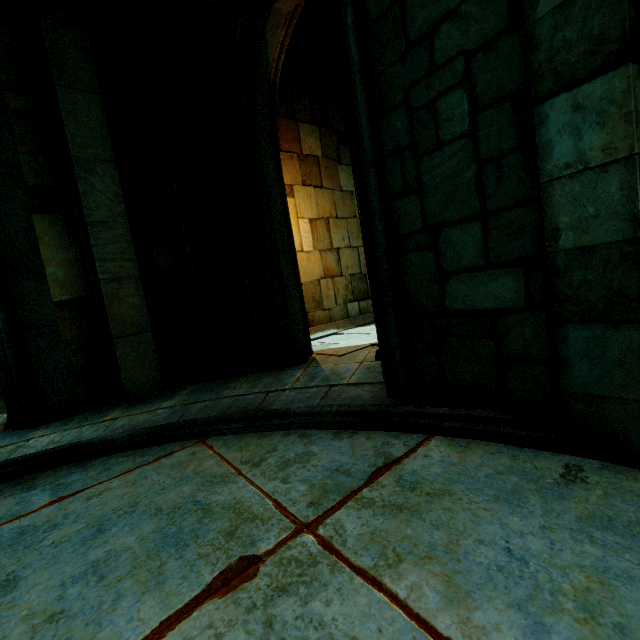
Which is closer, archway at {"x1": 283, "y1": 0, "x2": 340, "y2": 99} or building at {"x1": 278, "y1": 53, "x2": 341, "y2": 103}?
archway at {"x1": 283, "y1": 0, "x2": 340, "y2": 99}

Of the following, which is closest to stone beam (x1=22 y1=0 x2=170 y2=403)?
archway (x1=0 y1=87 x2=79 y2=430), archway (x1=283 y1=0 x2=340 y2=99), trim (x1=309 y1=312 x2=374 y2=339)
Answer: archway (x1=0 y1=87 x2=79 y2=430)

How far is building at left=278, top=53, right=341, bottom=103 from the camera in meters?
8.0

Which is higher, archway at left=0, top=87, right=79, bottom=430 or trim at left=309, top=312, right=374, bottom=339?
archway at left=0, top=87, right=79, bottom=430

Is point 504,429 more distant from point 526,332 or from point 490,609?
point 490,609

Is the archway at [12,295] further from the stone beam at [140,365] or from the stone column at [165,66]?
the stone column at [165,66]

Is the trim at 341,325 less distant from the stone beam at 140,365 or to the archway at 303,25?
the archway at 303,25

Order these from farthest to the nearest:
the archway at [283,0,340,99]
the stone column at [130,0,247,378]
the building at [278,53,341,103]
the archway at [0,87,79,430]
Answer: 1. the building at [278,53,341,103]
2. the archway at [283,0,340,99]
3. the stone column at [130,0,247,378]
4. the archway at [0,87,79,430]
